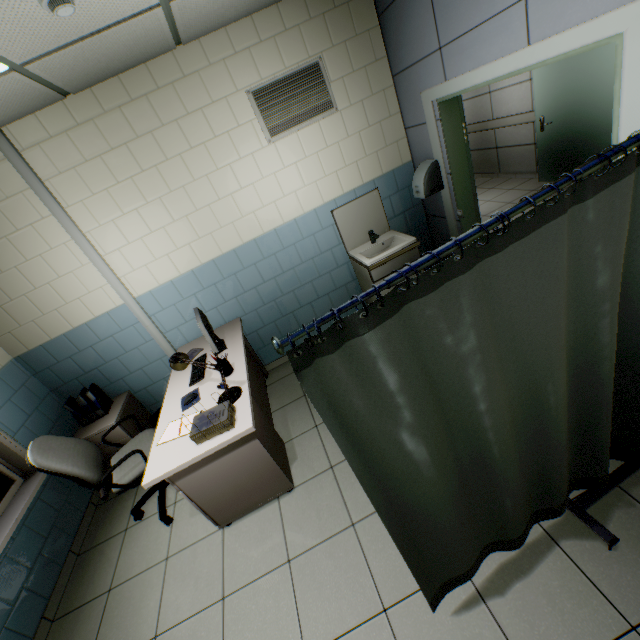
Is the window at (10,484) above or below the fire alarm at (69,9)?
below

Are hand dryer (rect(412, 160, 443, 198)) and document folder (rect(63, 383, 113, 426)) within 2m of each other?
no

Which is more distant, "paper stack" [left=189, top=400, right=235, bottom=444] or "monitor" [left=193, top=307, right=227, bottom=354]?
"monitor" [left=193, top=307, right=227, bottom=354]

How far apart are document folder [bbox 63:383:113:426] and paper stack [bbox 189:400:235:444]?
1.9 meters

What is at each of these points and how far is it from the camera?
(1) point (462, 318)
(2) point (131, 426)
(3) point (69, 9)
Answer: (1) medical screen, 1.0 meters
(2) nightstand, 3.5 meters
(3) fire alarm, 1.6 meters

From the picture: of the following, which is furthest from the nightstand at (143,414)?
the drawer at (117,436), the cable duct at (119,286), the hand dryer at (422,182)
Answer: the hand dryer at (422,182)

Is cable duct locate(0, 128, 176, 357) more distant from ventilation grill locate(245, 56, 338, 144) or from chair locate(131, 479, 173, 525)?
ventilation grill locate(245, 56, 338, 144)

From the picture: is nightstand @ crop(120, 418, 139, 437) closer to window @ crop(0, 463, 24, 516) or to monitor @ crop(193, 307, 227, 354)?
window @ crop(0, 463, 24, 516)
